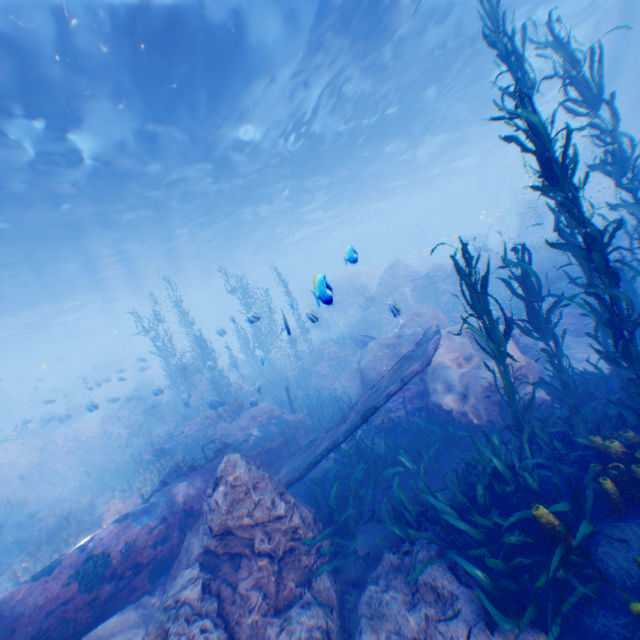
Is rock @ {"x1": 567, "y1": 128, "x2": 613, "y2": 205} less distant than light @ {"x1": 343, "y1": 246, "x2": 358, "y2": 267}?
No

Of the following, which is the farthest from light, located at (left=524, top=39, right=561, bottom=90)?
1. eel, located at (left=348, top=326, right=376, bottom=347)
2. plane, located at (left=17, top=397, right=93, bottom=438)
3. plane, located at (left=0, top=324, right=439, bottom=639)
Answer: eel, located at (left=348, top=326, right=376, bottom=347)

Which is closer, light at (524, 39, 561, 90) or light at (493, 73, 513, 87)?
light at (524, 39, 561, 90)

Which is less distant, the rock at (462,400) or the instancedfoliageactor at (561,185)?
the instancedfoliageactor at (561,185)

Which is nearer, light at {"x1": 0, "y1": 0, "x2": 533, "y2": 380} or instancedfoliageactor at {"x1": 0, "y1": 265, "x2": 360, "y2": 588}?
light at {"x1": 0, "y1": 0, "x2": 533, "y2": 380}

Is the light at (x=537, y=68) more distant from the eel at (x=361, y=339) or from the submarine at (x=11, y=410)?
the eel at (x=361, y=339)

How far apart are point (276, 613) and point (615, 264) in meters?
15.6

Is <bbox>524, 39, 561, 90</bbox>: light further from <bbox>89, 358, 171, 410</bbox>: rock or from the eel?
the eel
